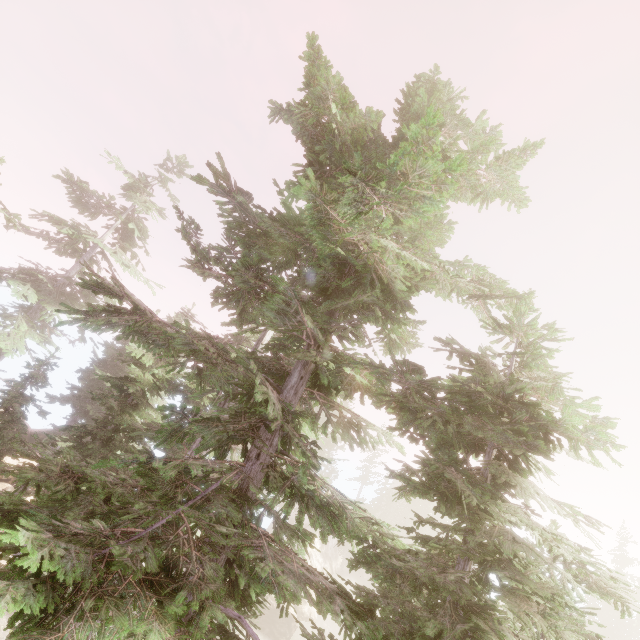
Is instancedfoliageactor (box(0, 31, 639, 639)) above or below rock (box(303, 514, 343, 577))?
above

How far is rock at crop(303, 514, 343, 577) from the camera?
39.69m

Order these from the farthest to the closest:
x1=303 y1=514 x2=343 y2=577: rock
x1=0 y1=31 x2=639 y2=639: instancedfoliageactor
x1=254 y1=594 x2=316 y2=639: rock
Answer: x1=303 y1=514 x2=343 y2=577: rock
x1=254 y1=594 x2=316 y2=639: rock
x1=0 y1=31 x2=639 y2=639: instancedfoliageactor

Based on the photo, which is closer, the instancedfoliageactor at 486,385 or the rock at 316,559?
the instancedfoliageactor at 486,385

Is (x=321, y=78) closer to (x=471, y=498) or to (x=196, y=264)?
(x=196, y=264)

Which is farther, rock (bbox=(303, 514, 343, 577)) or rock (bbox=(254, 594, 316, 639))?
rock (bbox=(303, 514, 343, 577))

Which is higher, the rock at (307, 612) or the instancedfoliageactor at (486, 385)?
the instancedfoliageactor at (486, 385)
